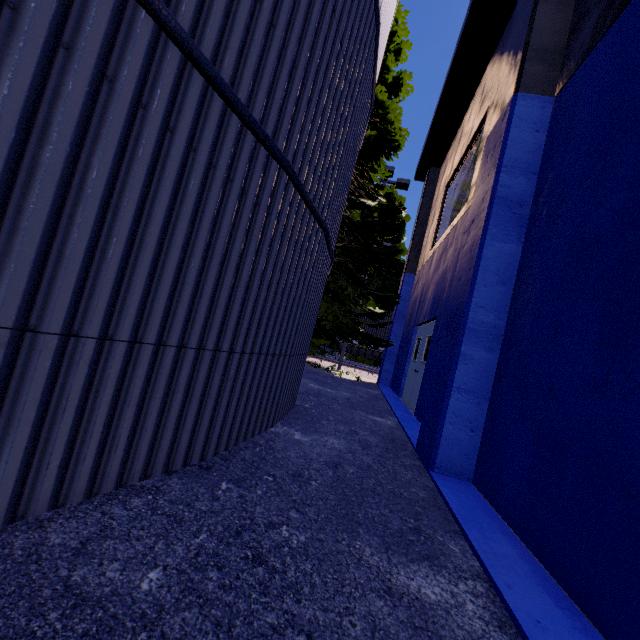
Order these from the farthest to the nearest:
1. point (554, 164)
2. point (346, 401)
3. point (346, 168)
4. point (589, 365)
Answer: point (346, 401)
point (346, 168)
point (554, 164)
point (589, 365)

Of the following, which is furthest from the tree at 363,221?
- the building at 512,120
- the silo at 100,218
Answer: the building at 512,120

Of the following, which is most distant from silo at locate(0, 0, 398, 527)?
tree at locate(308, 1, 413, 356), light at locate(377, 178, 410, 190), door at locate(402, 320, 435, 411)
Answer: light at locate(377, 178, 410, 190)

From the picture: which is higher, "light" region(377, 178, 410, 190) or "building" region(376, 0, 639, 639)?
"light" region(377, 178, 410, 190)

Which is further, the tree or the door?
the tree

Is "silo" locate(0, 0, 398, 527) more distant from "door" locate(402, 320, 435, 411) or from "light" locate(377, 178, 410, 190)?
"light" locate(377, 178, 410, 190)

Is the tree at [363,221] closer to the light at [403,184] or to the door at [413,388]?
the light at [403,184]

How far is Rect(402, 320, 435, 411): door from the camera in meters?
8.6
